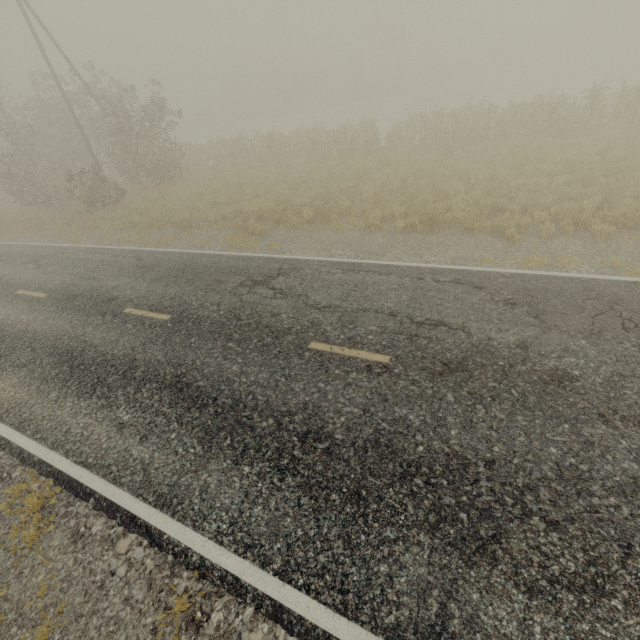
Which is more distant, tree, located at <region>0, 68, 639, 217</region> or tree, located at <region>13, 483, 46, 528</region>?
tree, located at <region>0, 68, 639, 217</region>

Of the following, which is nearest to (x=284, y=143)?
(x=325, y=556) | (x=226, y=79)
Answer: (x=325, y=556)

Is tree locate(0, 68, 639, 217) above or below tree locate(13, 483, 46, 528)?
above

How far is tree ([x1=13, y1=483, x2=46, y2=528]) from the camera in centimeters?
482cm

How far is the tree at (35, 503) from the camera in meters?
4.8

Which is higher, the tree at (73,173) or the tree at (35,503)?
the tree at (73,173)
